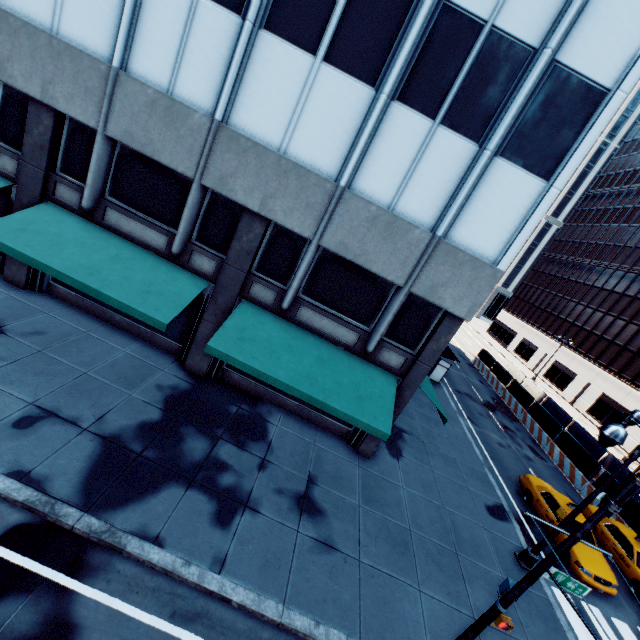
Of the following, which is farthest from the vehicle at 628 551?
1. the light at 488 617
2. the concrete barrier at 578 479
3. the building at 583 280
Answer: the building at 583 280

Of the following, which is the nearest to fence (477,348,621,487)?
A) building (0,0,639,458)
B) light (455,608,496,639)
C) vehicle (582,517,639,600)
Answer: vehicle (582,517,639,600)

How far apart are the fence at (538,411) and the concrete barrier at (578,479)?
0.01m

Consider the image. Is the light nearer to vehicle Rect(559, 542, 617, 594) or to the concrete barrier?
vehicle Rect(559, 542, 617, 594)

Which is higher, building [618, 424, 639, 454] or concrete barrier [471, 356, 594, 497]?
building [618, 424, 639, 454]

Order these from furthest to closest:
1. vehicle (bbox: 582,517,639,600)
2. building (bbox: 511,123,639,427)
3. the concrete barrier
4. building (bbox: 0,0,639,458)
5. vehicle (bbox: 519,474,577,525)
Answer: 1. building (bbox: 511,123,639,427)
2. the concrete barrier
3. vehicle (bbox: 519,474,577,525)
4. vehicle (bbox: 582,517,639,600)
5. building (bbox: 0,0,639,458)

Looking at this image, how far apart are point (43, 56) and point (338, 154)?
9.92m

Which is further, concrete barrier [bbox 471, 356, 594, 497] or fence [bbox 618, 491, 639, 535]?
concrete barrier [bbox 471, 356, 594, 497]
